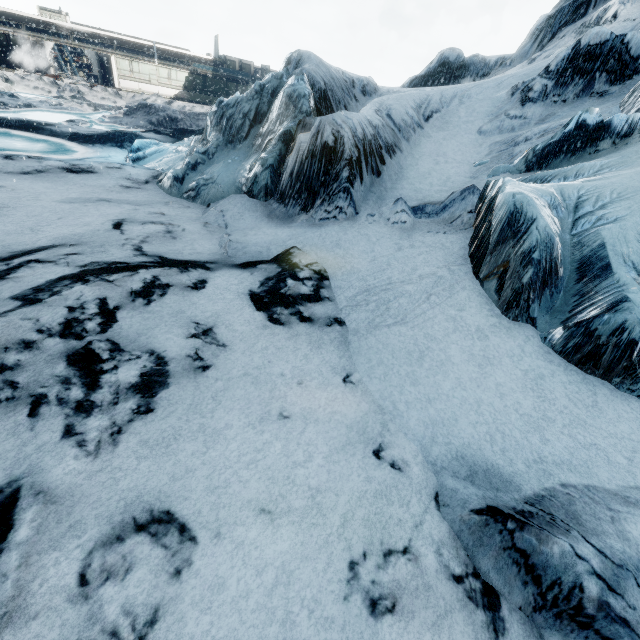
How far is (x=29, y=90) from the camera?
27.4 meters
